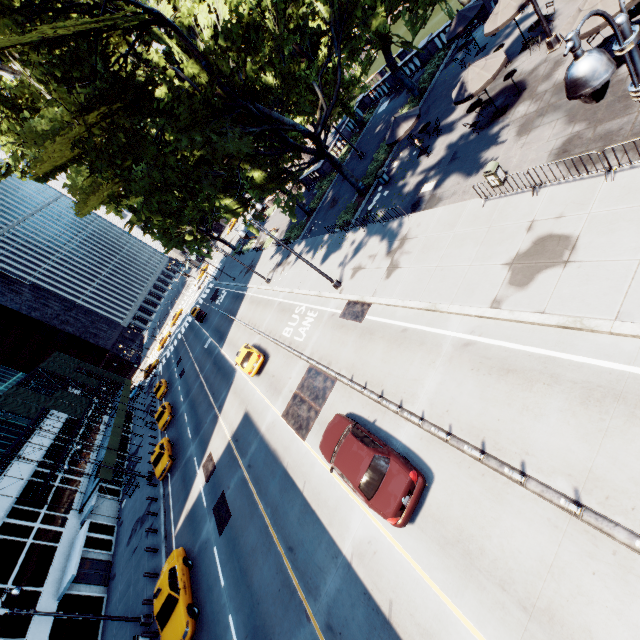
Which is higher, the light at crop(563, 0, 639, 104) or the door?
the light at crop(563, 0, 639, 104)

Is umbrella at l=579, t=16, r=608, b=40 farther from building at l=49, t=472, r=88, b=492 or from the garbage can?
building at l=49, t=472, r=88, b=492

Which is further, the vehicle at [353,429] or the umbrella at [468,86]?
the umbrella at [468,86]

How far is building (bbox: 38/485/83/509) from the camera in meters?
30.8 m

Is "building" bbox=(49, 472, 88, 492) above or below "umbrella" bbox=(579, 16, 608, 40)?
above

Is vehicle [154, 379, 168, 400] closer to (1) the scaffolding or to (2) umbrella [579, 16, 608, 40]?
(1) the scaffolding

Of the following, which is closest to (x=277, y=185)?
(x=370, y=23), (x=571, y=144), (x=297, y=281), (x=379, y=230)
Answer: (x=297, y=281)

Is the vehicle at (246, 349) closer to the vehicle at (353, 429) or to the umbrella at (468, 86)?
the vehicle at (353, 429)
